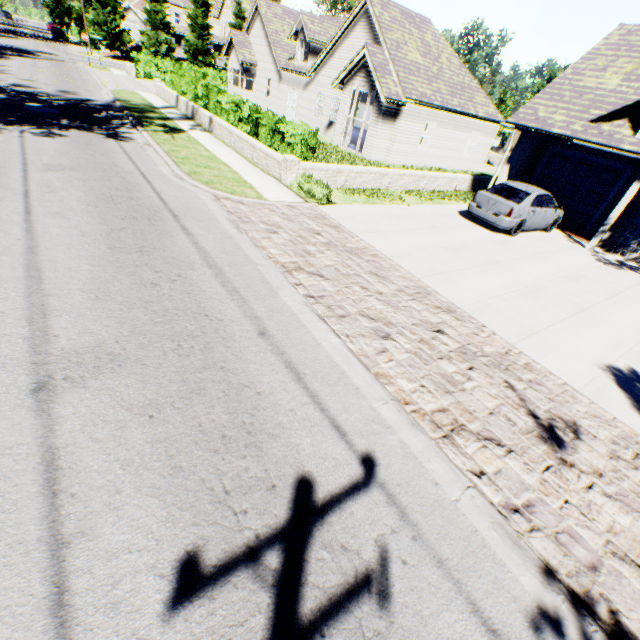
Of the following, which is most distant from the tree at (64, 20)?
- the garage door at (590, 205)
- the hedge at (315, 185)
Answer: the hedge at (315, 185)

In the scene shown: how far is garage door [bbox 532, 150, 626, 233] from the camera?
13.9 meters

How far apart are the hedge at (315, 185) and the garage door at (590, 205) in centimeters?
1156cm

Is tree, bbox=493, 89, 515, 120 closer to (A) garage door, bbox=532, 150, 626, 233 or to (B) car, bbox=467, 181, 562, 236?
(A) garage door, bbox=532, 150, 626, 233

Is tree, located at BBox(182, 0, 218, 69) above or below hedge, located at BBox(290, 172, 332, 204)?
above

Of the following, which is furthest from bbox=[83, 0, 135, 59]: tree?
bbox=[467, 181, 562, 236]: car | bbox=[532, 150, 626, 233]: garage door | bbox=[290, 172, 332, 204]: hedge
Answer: bbox=[290, 172, 332, 204]: hedge

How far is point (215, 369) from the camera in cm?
423
